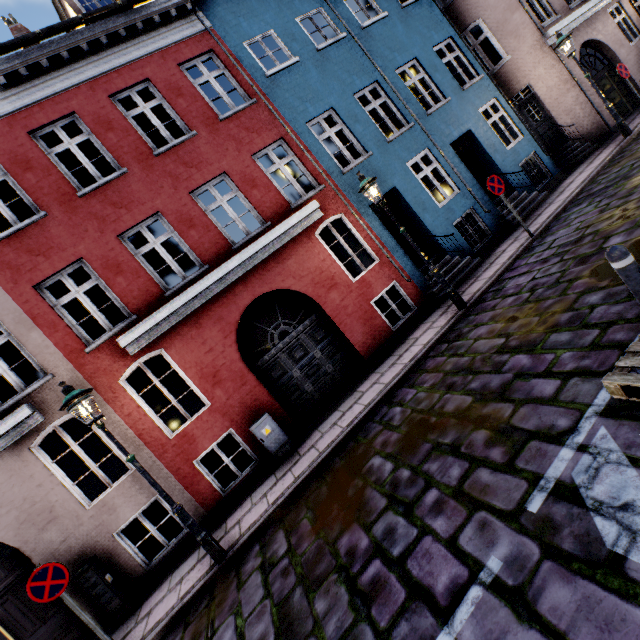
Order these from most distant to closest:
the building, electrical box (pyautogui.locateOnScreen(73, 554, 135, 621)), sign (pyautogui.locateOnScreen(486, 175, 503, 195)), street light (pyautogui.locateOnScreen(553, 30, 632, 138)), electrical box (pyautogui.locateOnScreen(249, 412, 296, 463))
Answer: street light (pyautogui.locateOnScreen(553, 30, 632, 138)), sign (pyautogui.locateOnScreen(486, 175, 503, 195)), electrical box (pyautogui.locateOnScreen(249, 412, 296, 463)), the building, electrical box (pyautogui.locateOnScreen(73, 554, 135, 621))

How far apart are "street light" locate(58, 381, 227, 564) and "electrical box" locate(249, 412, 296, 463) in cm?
204

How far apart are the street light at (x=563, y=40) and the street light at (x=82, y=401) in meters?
15.5

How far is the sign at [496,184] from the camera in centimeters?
822cm

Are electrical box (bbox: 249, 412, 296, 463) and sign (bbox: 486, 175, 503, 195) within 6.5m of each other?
no

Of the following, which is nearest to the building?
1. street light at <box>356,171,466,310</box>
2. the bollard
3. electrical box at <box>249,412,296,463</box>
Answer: electrical box at <box>249,412,296,463</box>

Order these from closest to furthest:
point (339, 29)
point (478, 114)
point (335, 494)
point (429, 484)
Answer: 1. point (429, 484)
2. point (335, 494)
3. point (339, 29)
4. point (478, 114)

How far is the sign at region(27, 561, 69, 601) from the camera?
4.9 meters
